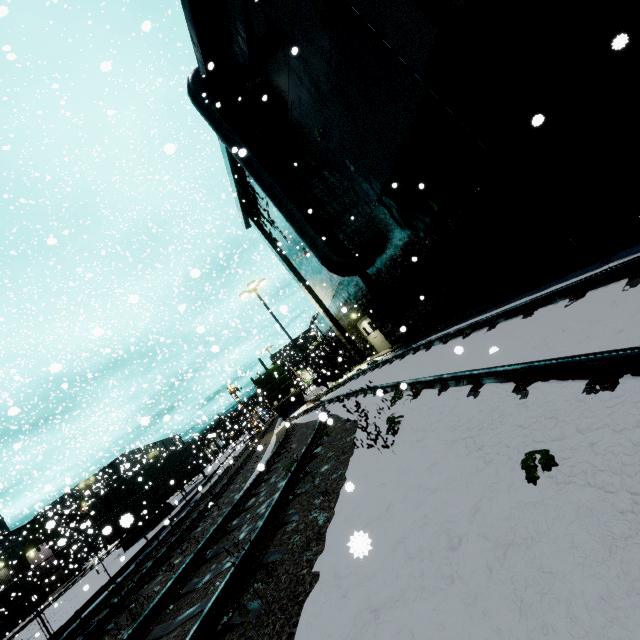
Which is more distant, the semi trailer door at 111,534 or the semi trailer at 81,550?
the semi trailer at 81,550

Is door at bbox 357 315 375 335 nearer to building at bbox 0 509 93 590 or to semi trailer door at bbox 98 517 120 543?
building at bbox 0 509 93 590

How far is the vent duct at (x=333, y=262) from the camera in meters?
13.7

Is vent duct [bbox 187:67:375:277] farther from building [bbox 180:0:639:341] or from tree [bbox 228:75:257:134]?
tree [bbox 228:75:257:134]

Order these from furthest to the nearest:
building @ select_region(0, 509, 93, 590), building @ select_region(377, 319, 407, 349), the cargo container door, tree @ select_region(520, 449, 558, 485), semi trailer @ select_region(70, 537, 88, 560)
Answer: building @ select_region(0, 509, 93, 590) → semi trailer @ select_region(70, 537, 88, 560) → the cargo container door → building @ select_region(377, 319, 407, 349) → tree @ select_region(520, 449, 558, 485)

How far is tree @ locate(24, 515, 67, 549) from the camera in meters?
6.7 m

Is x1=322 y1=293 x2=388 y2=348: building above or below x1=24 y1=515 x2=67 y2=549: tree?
below

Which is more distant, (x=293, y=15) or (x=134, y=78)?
(x=134, y=78)
